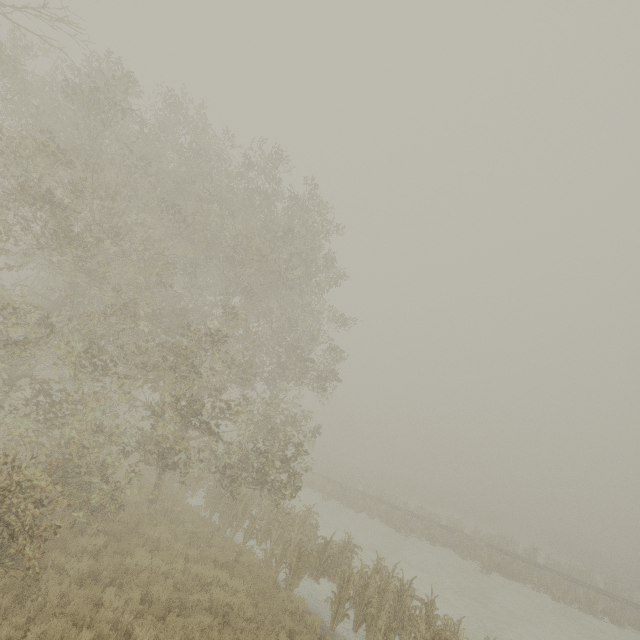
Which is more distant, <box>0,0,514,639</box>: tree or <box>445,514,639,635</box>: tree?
<box>445,514,639,635</box>: tree

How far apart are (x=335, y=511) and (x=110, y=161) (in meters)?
26.84

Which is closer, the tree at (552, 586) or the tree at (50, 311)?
the tree at (50, 311)
